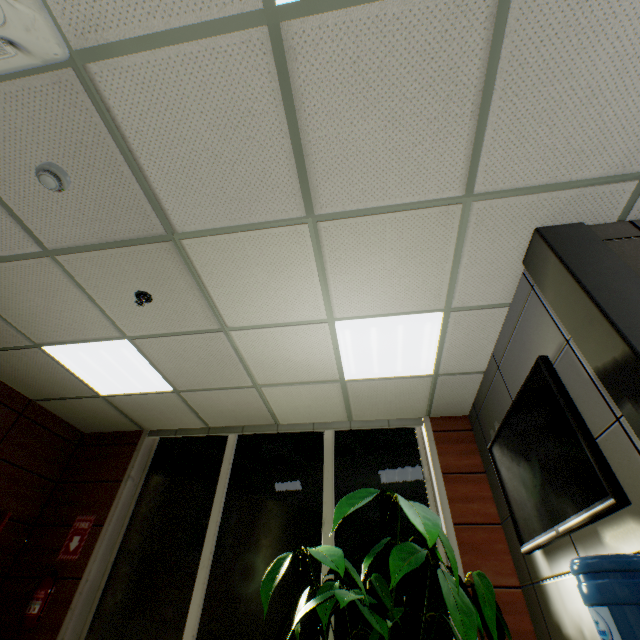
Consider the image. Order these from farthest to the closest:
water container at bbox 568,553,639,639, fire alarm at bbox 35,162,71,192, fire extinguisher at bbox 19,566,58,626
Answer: fire extinguisher at bbox 19,566,58,626, fire alarm at bbox 35,162,71,192, water container at bbox 568,553,639,639

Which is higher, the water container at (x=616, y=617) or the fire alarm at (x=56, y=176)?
the fire alarm at (x=56, y=176)

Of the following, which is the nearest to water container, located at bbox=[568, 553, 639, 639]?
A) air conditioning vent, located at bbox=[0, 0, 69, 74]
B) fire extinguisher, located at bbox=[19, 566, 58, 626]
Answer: air conditioning vent, located at bbox=[0, 0, 69, 74]

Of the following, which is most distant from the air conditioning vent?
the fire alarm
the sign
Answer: the sign

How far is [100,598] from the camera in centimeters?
354cm

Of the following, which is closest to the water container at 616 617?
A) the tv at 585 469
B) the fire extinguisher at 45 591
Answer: the tv at 585 469

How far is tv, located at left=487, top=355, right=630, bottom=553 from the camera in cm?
166

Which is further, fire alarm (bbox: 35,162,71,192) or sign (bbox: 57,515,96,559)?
sign (bbox: 57,515,96,559)
